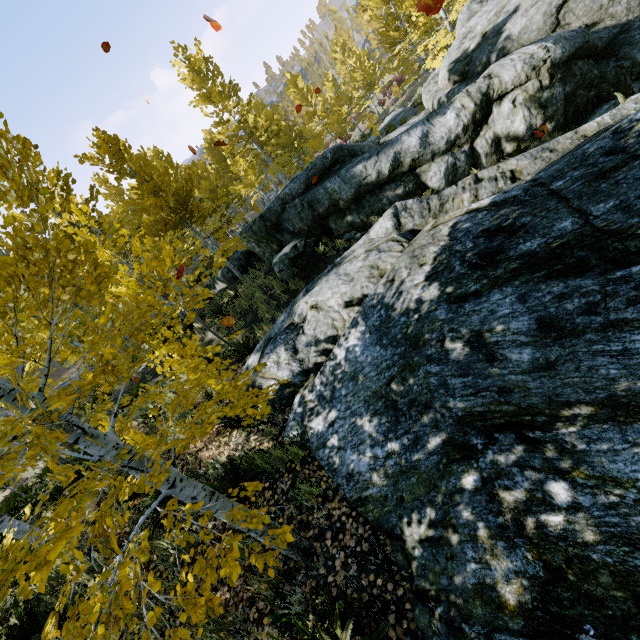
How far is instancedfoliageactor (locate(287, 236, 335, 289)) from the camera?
10.4 meters

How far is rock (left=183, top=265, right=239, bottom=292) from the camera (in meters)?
14.89

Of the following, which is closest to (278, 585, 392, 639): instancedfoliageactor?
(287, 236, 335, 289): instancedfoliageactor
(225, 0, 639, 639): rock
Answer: (225, 0, 639, 639): rock

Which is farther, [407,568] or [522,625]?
[407,568]

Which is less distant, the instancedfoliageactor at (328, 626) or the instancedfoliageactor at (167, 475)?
the instancedfoliageactor at (167, 475)

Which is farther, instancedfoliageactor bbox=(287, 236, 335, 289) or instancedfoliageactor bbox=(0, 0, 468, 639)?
instancedfoliageactor bbox=(287, 236, 335, 289)

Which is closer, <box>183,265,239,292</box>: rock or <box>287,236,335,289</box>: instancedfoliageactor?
<box>287,236,335,289</box>: instancedfoliageactor

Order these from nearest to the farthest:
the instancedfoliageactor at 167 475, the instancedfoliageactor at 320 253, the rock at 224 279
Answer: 1. the instancedfoliageactor at 167 475
2. the instancedfoliageactor at 320 253
3. the rock at 224 279
